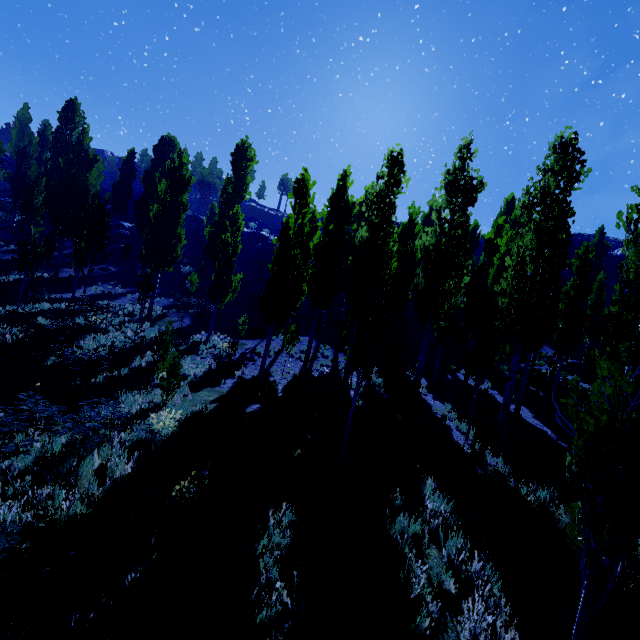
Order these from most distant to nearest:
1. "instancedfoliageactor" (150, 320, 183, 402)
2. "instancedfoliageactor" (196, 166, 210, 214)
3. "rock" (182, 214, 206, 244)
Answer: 1. "instancedfoliageactor" (196, 166, 210, 214)
2. "rock" (182, 214, 206, 244)
3. "instancedfoliageactor" (150, 320, 183, 402)

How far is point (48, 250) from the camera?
20.7m

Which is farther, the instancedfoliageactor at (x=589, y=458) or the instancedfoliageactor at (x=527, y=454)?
the instancedfoliageactor at (x=527, y=454)

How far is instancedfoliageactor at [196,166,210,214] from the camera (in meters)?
59.47

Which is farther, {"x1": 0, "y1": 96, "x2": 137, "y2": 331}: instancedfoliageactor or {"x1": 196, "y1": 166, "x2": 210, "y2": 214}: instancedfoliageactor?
{"x1": 196, "y1": 166, "x2": 210, "y2": 214}: instancedfoliageactor

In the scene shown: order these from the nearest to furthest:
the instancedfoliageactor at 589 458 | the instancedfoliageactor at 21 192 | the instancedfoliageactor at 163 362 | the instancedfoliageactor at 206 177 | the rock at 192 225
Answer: the instancedfoliageactor at 589 458 → the instancedfoliageactor at 163 362 → the instancedfoliageactor at 21 192 → the rock at 192 225 → the instancedfoliageactor at 206 177

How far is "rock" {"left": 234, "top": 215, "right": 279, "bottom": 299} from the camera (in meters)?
33.44

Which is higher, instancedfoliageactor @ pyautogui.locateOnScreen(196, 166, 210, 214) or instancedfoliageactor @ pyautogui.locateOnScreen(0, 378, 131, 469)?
instancedfoliageactor @ pyautogui.locateOnScreen(196, 166, 210, 214)
